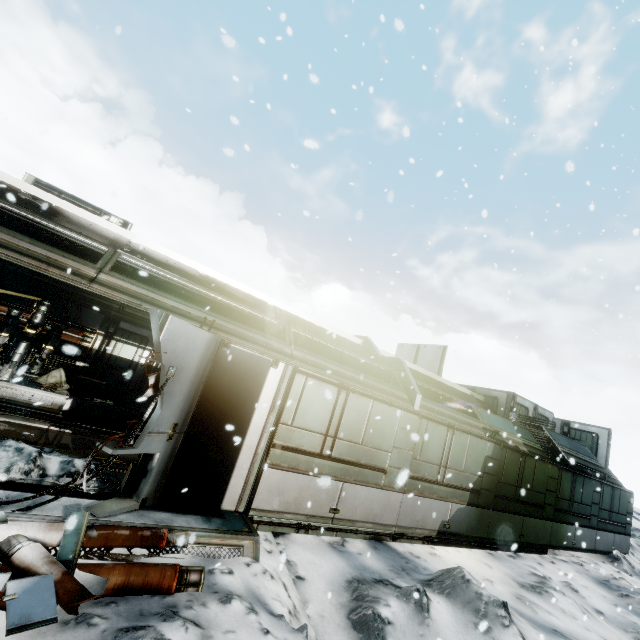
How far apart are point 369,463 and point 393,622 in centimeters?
277cm

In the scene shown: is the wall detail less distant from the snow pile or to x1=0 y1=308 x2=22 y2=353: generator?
x1=0 y1=308 x2=22 y2=353: generator

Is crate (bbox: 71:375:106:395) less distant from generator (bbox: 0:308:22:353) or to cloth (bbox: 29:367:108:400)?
cloth (bbox: 29:367:108:400)

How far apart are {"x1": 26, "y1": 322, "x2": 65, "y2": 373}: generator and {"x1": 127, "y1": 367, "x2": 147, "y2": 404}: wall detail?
2.7 meters

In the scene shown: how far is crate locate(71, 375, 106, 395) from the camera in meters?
10.3 m

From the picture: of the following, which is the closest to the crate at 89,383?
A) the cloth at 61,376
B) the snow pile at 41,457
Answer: the cloth at 61,376

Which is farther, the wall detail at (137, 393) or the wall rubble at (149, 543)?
the wall detail at (137, 393)

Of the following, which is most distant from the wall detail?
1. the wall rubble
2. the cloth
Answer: the wall rubble
